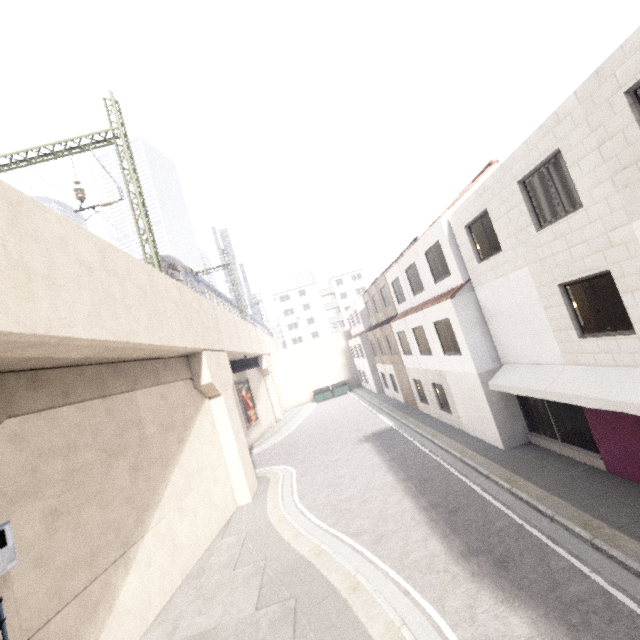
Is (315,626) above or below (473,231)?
below

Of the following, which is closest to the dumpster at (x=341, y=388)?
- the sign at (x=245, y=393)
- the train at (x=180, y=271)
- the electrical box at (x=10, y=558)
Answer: the sign at (x=245, y=393)

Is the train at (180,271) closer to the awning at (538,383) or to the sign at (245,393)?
the sign at (245,393)

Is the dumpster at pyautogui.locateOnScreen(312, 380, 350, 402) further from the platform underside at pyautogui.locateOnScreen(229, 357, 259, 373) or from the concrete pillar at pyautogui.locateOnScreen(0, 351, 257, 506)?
the concrete pillar at pyautogui.locateOnScreen(0, 351, 257, 506)

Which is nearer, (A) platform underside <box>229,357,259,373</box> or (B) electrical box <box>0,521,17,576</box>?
(B) electrical box <box>0,521,17,576</box>

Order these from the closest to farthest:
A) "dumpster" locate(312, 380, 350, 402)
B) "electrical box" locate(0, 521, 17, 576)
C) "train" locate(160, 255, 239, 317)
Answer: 1. "electrical box" locate(0, 521, 17, 576)
2. "train" locate(160, 255, 239, 317)
3. "dumpster" locate(312, 380, 350, 402)

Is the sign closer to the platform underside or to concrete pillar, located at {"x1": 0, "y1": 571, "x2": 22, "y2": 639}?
the platform underside
